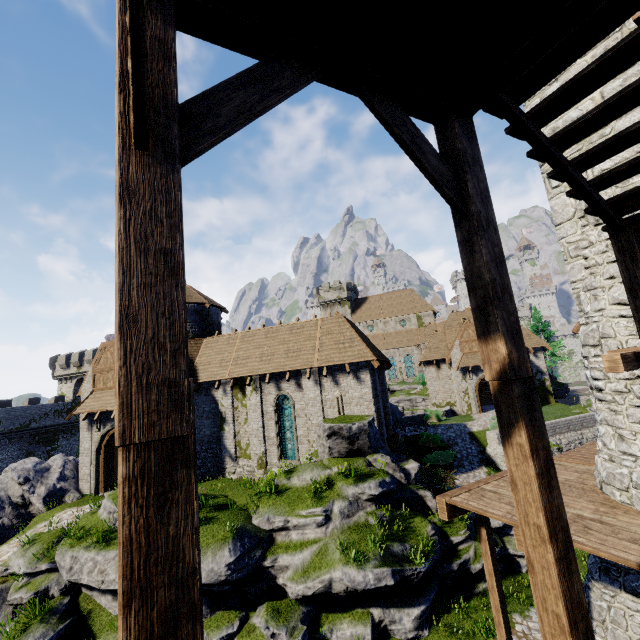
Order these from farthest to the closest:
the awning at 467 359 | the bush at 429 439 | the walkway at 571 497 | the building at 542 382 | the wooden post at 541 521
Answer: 1. the building at 542 382
2. the awning at 467 359
3. the bush at 429 439
4. the walkway at 571 497
5. the wooden post at 541 521

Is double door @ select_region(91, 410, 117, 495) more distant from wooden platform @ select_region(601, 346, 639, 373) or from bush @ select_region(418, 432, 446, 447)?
wooden platform @ select_region(601, 346, 639, 373)

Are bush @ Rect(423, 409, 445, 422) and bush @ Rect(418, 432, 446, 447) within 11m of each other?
yes

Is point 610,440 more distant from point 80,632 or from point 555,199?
point 80,632

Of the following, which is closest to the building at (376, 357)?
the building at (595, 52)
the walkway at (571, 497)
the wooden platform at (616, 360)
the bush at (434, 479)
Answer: the bush at (434, 479)

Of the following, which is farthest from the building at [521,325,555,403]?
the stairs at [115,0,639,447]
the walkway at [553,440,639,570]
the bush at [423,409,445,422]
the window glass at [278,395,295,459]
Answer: the stairs at [115,0,639,447]

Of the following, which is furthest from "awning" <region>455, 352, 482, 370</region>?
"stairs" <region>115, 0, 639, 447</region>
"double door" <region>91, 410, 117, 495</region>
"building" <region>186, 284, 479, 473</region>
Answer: "stairs" <region>115, 0, 639, 447</region>

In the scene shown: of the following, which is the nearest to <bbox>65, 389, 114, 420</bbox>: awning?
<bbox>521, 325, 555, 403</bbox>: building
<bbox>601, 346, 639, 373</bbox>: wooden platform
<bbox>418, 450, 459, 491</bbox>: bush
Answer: <bbox>418, 450, 459, 491</bbox>: bush
